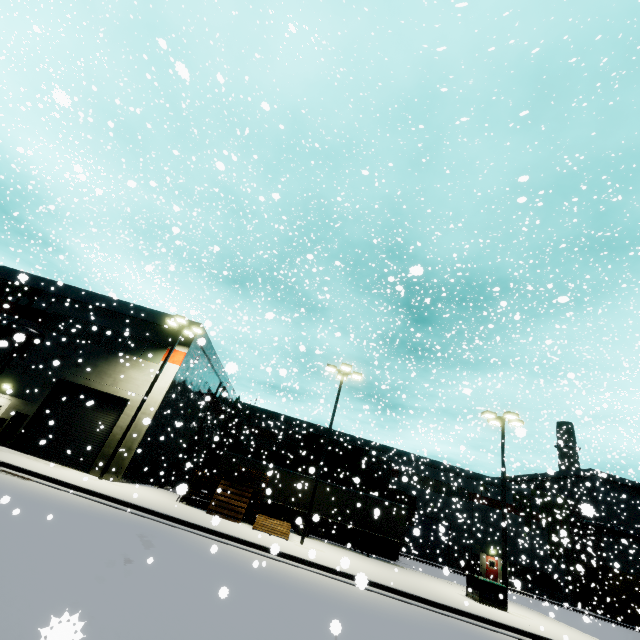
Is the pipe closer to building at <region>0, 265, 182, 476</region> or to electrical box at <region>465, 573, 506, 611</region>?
building at <region>0, 265, 182, 476</region>

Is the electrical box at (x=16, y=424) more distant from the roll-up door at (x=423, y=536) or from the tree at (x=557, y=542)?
the tree at (x=557, y=542)

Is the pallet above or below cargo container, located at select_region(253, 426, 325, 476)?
below

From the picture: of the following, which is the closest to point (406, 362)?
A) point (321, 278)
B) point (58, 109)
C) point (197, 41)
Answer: point (321, 278)

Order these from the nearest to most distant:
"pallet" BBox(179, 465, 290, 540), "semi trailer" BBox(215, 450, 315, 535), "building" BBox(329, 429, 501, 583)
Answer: "pallet" BBox(179, 465, 290, 540) → "semi trailer" BBox(215, 450, 315, 535) → "building" BBox(329, 429, 501, 583)

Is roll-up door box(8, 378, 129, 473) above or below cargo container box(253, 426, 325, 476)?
below

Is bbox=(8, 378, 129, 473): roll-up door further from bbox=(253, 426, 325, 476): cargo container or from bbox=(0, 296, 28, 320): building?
bbox=(253, 426, 325, 476): cargo container

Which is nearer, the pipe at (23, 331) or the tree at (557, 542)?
the pipe at (23, 331)
